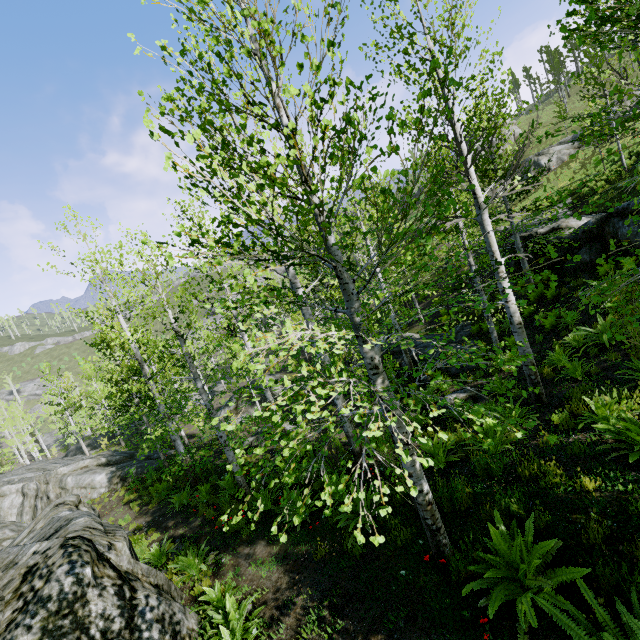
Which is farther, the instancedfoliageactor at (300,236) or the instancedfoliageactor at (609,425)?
the instancedfoliageactor at (609,425)

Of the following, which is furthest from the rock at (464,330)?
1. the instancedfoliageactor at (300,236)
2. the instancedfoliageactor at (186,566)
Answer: the instancedfoliageactor at (186,566)

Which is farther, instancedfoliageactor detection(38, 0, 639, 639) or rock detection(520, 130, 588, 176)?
rock detection(520, 130, 588, 176)

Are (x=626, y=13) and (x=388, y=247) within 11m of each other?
yes

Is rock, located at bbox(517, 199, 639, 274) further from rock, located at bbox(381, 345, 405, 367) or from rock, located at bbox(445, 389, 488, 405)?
rock, located at bbox(445, 389, 488, 405)

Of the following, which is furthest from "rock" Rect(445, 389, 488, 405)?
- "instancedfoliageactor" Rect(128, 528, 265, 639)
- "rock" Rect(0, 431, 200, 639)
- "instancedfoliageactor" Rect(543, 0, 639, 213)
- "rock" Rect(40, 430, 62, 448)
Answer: "rock" Rect(40, 430, 62, 448)

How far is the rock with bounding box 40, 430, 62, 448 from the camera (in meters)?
52.08

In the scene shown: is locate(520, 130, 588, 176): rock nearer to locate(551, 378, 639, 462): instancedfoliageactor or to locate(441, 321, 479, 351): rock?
locate(551, 378, 639, 462): instancedfoliageactor
